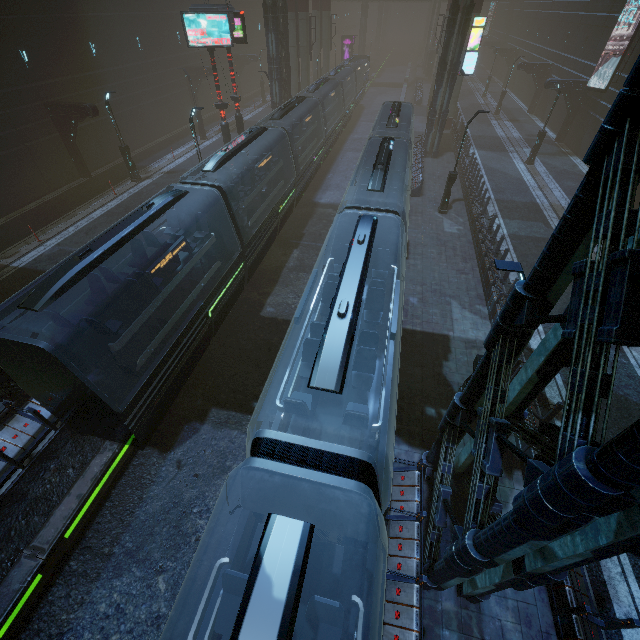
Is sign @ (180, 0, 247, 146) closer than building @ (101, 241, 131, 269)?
No

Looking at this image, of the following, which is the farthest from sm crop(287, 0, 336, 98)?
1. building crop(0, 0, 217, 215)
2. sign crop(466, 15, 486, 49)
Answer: sign crop(466, 15, 486, 49)

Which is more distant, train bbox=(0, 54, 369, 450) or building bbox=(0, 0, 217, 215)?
building bbox=(0, 0, 217, 215)

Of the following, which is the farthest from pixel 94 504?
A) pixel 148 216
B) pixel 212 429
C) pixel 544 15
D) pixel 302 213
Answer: pixel 544 15

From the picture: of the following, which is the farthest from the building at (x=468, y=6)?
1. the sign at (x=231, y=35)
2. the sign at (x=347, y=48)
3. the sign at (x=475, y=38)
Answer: the sign at (x=231, y=35)

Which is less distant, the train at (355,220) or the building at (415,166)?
the train at (355,220)

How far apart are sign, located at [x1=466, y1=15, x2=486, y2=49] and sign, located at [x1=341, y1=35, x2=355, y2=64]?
39.8m

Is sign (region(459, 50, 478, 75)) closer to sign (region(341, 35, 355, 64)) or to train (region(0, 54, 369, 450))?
train (region(0, 54, 369, 450))
